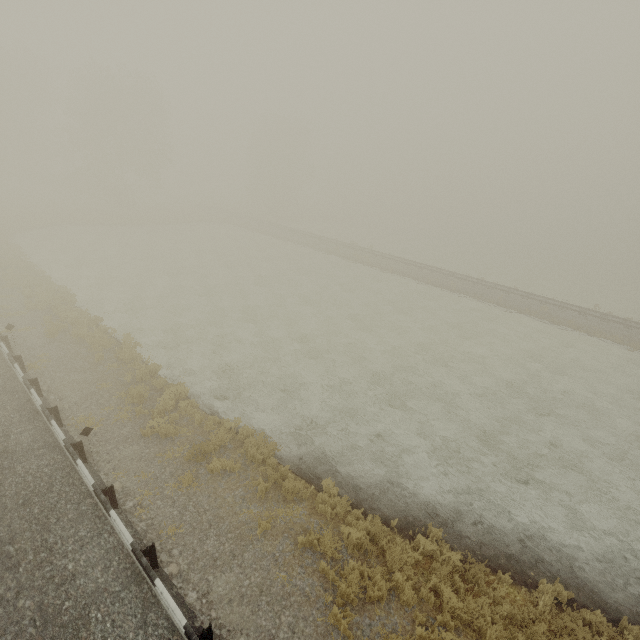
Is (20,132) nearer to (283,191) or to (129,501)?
(283,191)

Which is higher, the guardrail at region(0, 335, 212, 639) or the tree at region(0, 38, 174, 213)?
the tree at region(0, 38, 174, 213)

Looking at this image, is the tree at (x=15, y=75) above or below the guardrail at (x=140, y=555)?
above

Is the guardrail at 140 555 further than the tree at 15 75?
No

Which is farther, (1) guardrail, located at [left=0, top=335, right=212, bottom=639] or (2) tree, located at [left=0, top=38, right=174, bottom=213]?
(2) tree, located at [left=0, top=38, right=174, bottom=213]
